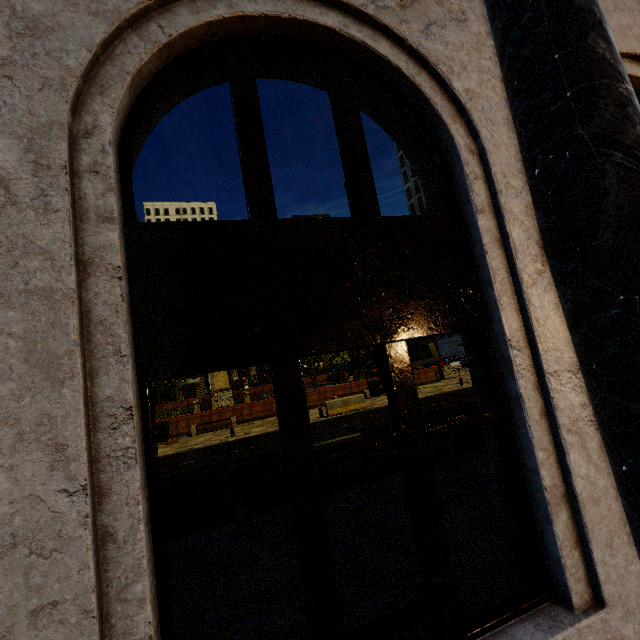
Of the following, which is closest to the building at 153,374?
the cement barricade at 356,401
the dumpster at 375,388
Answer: the cement barricade at 356,401

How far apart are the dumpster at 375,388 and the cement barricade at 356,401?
4.4 meters

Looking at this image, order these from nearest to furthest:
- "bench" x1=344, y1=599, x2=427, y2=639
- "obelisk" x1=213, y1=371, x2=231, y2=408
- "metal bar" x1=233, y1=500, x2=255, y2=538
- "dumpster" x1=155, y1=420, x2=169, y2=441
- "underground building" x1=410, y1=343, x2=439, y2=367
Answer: "bench" x1=344, y1=599, x2=427, y2=639 → "metal bar" x1=233, y1=500, x2=255, y2=538 → "dumpster" x1=155, y1=420, x2=169, y2=441 → "obelisk" x1=213, y1=371, x2=231, y2=408 → "underground building" x1=410, y1=343, x2=439, y2=367

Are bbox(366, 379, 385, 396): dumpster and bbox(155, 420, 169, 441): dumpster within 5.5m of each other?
no

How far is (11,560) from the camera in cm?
142

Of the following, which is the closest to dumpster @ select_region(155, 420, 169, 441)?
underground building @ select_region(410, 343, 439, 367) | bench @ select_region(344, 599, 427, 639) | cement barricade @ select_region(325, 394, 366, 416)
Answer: cement barricade @ select_region(325, 394, 366, 416)

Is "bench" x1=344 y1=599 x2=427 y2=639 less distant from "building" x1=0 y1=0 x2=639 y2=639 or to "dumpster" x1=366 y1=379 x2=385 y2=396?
"building" x1=0 y1=0 x2=639 y2=639

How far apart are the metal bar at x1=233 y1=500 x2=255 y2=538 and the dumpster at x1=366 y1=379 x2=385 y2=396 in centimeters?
1759cm
